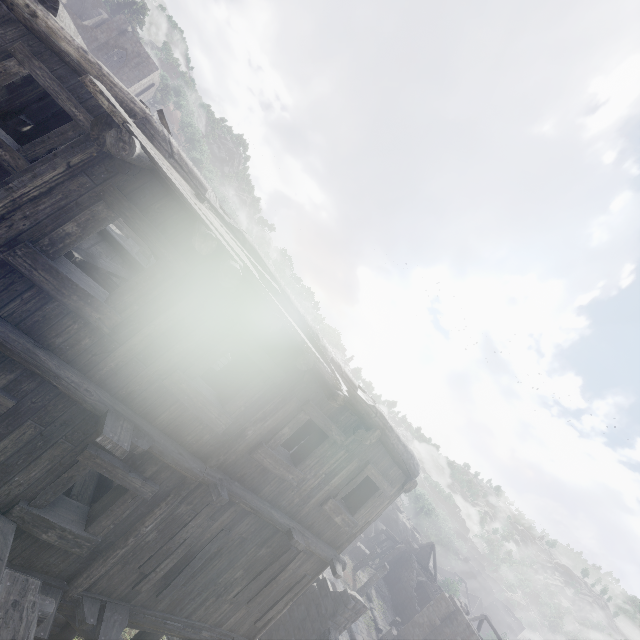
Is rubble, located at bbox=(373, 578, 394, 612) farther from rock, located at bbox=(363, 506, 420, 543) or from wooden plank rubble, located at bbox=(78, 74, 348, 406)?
wooden plank rubble, located at bbox=(78, 74, 348, 406)

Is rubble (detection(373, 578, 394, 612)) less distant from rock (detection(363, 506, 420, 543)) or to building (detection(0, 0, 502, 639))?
building (detection(0, 0, 502, 639))

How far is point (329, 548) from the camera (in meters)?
7.53

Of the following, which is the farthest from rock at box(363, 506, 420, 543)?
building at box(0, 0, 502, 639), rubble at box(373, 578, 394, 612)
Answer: rubble at box(373, 578, 394, 612)

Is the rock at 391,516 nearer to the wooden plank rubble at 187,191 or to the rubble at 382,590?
the rubble at 382,590

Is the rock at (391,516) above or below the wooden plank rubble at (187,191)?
below

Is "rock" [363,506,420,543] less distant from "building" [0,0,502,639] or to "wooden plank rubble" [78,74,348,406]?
"building" [0,0,502,639]

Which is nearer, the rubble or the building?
the building
